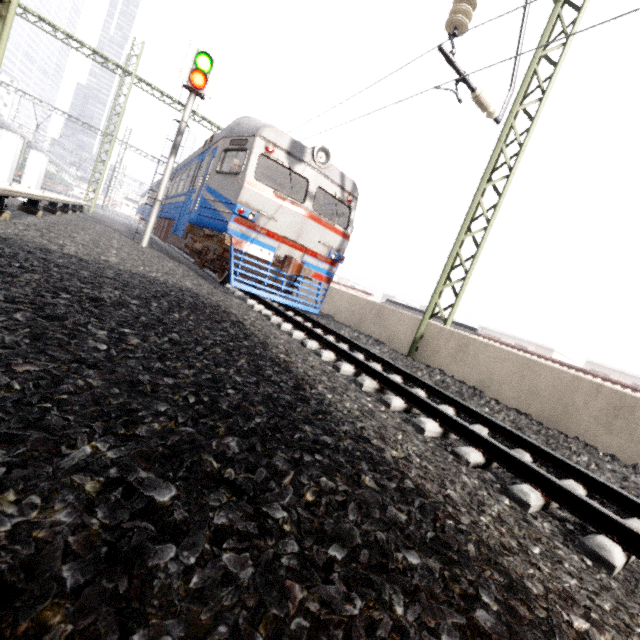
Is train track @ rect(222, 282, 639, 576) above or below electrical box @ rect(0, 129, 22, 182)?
below

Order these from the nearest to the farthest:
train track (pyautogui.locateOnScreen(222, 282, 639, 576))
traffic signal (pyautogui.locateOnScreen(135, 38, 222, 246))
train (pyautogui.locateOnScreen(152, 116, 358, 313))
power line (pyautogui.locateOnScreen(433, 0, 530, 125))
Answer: train track (pyautogui.locateOnScreen(222, 282, 639, 576))
power line (pyautogui.locateOnScreen(433, 0, 530, 125))
train (pyautogui.locateOnScreen(152, 116, 358, 313))
traffic signal (pyautogui.locateOnScreen(135, 38, 222, 246))

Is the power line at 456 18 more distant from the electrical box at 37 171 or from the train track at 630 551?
the electrical box at 37 171

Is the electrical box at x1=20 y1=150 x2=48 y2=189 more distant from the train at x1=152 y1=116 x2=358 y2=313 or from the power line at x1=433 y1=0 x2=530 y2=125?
the power line at x1=433 y1=0 x2=530 y2=125

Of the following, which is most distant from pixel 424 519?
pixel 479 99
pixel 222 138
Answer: pixel 222 138

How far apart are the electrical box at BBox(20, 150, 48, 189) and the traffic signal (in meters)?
2.76

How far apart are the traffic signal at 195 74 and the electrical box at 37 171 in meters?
2.8

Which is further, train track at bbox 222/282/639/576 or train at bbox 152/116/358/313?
train at bbox 152/116/358/313
